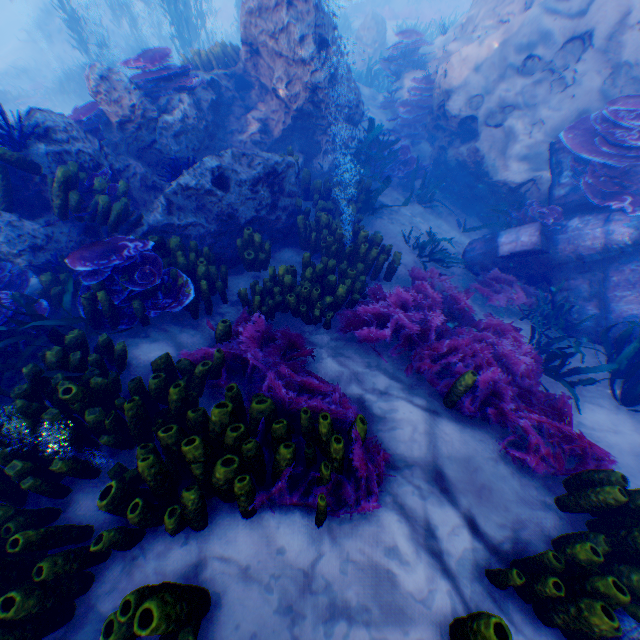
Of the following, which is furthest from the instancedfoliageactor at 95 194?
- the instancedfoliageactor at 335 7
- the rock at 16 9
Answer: the instancedfoliageactor at 335 7

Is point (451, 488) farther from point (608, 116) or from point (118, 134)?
point (118, 134)

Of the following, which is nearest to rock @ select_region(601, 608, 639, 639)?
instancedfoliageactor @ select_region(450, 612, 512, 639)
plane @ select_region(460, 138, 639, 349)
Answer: plane @ select_region(460, 138, 639, 349)

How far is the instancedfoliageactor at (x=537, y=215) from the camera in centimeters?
632cm

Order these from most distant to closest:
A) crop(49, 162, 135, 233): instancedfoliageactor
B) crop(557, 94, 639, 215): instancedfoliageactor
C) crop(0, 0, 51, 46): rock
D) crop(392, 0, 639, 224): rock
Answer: crop(0, 0, 51, 46): rock → crop(392, 0, 639, 224): rock → crop(557, 94, 639, 215): instancedfoliageactor → crop(49, 162, 135, 233): instancedfoliageactor

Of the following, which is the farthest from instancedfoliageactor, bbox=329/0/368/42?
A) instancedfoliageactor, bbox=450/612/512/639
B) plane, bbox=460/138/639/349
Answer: instancedfoliageactor, bbox=450/612/512/639

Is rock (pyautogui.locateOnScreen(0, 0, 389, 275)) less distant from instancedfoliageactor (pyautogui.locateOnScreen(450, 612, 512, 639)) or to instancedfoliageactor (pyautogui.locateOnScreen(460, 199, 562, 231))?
instancedfoliageactor (pyautogui.locateOnScreen(460, 199, 562, 231))

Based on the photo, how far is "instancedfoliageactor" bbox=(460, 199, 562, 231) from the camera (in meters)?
6.32
